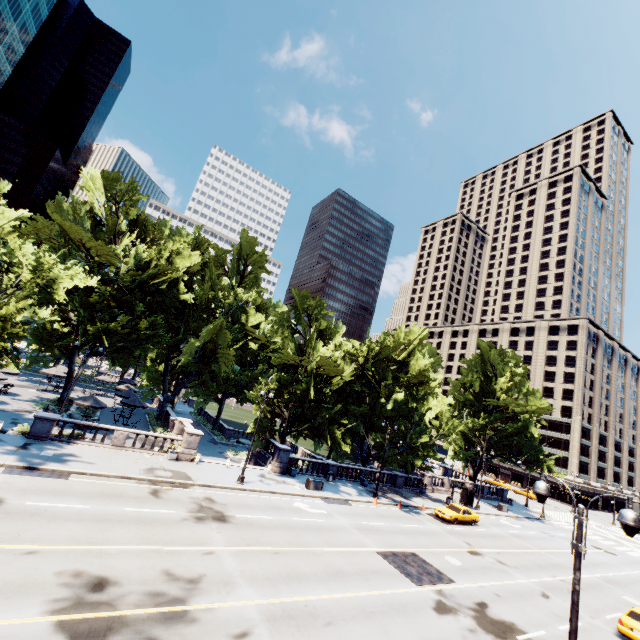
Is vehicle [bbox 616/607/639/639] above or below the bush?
above

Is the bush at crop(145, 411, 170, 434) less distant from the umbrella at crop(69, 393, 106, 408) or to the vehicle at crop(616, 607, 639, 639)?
the umbrella at crop(69, 393, 106, 408)

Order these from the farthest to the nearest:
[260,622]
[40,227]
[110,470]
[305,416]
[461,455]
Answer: [461,455]
[305,416]
[40,227]
[110,470]
[260,622]

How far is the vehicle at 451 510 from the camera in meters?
30.9 m

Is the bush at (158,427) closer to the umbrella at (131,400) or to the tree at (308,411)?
the tree at (308,411)

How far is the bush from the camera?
34.4 meters

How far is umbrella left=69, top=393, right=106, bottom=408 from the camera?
27.6m

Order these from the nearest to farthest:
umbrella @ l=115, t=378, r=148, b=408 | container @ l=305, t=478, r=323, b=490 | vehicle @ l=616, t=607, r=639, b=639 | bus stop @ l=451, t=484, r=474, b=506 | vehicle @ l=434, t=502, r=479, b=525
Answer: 1. vehicle @ l=616, t=607, r=639, b=639
2. container @ l=305, t=478, r=323, b=490
3. vehicle @ l=434, t=502, r=479, b=525
4. umbrella @ l=115, t=378, r=148, b=408
5. bus stop @ l=451, t=484, r=474, b=506
